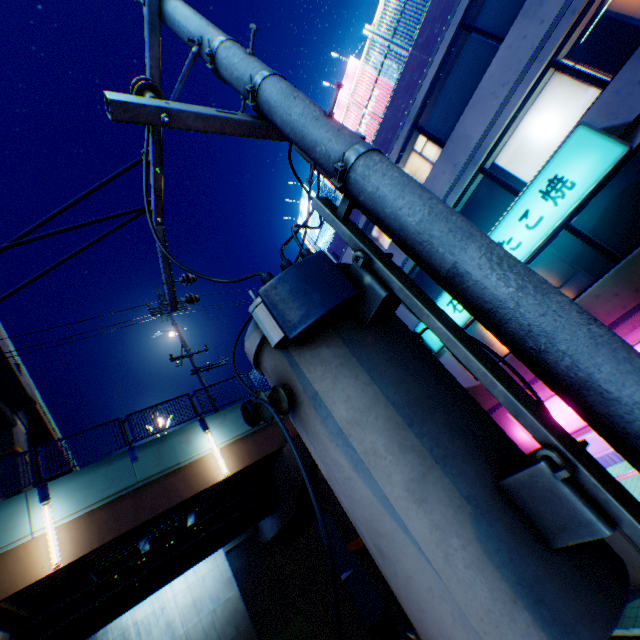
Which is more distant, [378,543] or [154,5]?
[154,5]

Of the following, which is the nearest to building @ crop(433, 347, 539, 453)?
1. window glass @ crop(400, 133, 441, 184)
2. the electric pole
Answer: window glass @ crop(400, 133, 441, 184)

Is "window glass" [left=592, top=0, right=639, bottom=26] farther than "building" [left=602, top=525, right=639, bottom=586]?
No

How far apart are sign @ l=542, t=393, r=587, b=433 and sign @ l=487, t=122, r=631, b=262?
3.0 meters

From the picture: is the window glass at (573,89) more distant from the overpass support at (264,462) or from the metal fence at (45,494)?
the overpass support at (264,462)

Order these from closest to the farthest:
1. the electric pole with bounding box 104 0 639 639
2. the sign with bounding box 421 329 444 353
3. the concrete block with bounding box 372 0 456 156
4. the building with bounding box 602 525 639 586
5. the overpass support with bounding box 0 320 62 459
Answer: the electric pole with bounding box 104 0 639 639 → the building with bounding box 602 525 639 586 → the concrete block with bounding box 372 0 456 156 → the sign with bounding box 421 329 444 353 → the overpass support with bounding box 0 320 62 459

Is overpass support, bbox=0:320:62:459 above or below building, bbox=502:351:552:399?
above

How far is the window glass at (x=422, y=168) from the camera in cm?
1145
